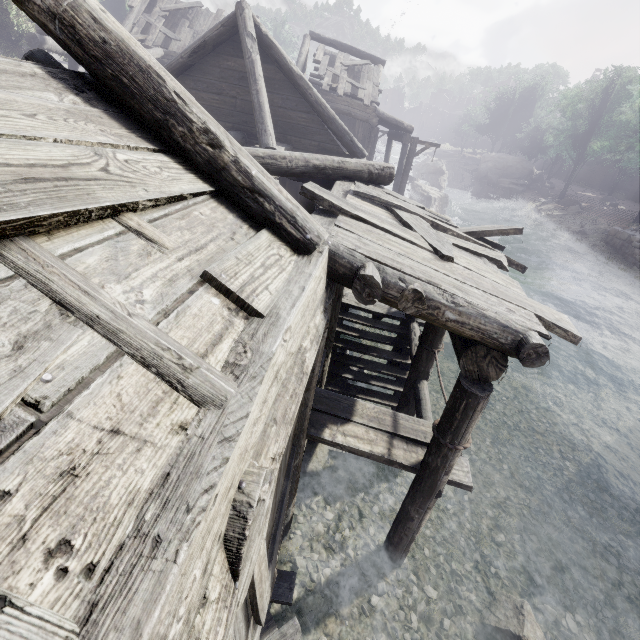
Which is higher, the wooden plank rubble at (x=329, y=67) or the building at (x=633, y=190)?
the wooden plank rubble at (x=329, y=67)

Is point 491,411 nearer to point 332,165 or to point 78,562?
point 332,165

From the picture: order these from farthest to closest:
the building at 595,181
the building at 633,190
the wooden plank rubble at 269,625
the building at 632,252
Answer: the building at 595,181 → the building at 633,190 → the building at 632,252 → the wooden plank rubble at 269,625

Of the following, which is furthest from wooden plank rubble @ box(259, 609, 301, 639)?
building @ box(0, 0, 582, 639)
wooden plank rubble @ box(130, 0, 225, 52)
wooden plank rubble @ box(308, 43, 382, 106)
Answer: wooden plank rubble @ box(130, 0, 225, 52)

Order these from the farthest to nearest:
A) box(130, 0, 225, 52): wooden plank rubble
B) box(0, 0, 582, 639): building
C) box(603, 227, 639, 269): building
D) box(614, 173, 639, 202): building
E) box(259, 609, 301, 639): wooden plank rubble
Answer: box(614, 173, 639, 202): building
box(603, 227, 639, 269): building
box(130, 0, 225, 52): wooden plank rubble
box(259, 609, 301, 639): wooden plank rubble
box(0, 0, 582, 639): building

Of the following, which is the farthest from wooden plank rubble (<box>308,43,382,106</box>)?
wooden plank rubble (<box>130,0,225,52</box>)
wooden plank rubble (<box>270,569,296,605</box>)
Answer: wooden plank rubble (<box>270,569,296,605</box>)

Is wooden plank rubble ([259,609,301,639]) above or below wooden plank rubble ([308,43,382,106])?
below

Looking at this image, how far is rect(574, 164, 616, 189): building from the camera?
48.62m
